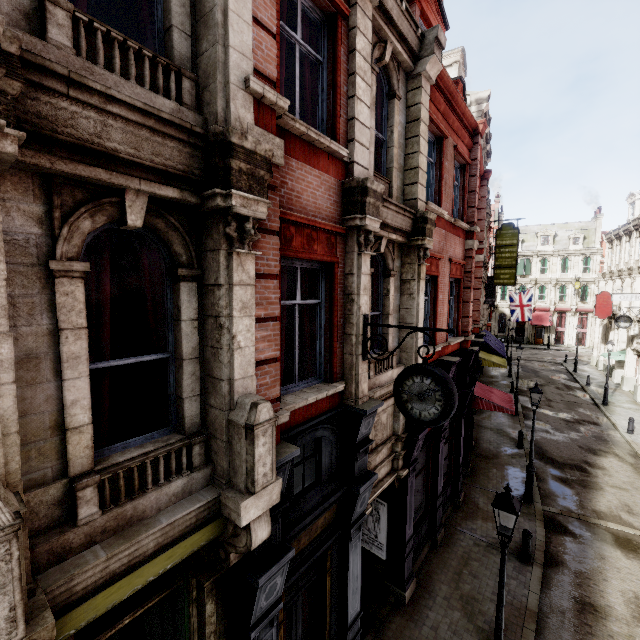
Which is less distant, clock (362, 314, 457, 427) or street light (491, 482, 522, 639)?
clock (362, 314, 457, 427)

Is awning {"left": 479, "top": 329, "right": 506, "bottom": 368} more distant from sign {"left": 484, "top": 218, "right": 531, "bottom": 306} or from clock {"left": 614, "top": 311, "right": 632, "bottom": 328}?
clock {"left": 614, "top": 311, "right": 632, "bottom": 328}

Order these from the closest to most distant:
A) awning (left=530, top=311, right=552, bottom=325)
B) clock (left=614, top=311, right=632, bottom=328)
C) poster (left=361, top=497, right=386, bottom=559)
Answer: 1. poster (left=361, top=497, right=386, bottom=559)
2. clock (left=614, top=311, right=632, bottom=328)
3. awning (left=530, top=311, right=552, bottom=325)

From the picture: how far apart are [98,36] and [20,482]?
3.7 meters

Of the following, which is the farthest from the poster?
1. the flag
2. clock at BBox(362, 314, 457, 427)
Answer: the flag

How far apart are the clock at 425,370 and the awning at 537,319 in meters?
50.7

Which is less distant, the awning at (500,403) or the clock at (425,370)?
the clock at (425,370)

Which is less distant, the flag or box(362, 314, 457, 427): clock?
box(362, 314, 457, 427): clock
